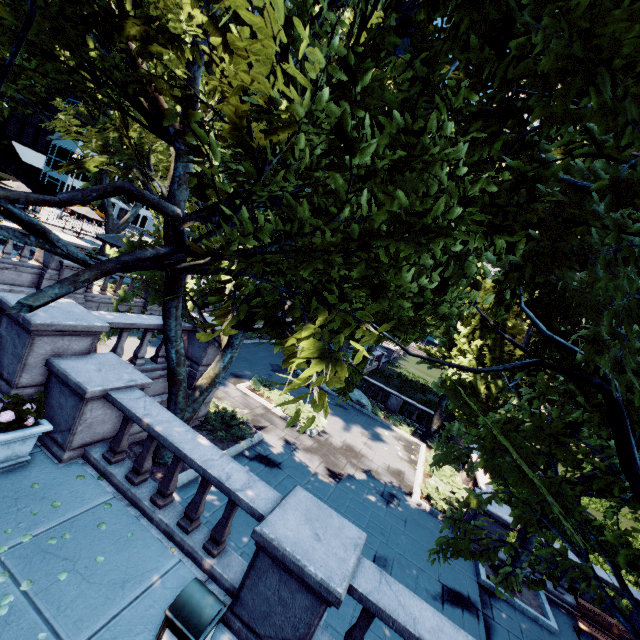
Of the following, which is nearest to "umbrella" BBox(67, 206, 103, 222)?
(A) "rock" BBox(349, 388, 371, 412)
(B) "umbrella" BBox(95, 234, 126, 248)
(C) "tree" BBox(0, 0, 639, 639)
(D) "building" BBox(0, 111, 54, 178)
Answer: (C) "tree" BBox(0, 0, 639, 639)

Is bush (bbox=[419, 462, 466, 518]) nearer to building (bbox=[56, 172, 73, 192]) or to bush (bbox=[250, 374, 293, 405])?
bush (bbox=[250, 374, 293, 405])

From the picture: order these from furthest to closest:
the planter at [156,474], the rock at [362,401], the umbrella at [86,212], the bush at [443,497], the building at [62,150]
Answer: the building at [62,150] < the umbrella at [86,212] < the rock at [362,401] < the bush at [443,497] < the planter at [156,474]

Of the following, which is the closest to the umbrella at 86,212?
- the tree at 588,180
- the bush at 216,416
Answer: the tree at 588,180

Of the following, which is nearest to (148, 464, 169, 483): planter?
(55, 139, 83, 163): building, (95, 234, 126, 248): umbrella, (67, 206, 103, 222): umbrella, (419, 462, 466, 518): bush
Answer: (419, 462, 466, 518): bush

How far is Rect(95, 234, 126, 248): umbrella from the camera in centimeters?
1992cm

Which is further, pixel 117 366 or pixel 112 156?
pixel 112 156

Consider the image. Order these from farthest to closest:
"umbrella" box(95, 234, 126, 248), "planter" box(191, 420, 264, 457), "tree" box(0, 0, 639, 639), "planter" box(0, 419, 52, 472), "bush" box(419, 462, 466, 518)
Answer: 1. "umbrella" box(95, 234, 126, 248)
2. "bush" box(419, 462, 466, 518)
3. "planter" box(191, 420, 264, 457)
4. "planter" box(0, 419, 52, 472)
5. "tree" box(0, 0, 639, 639)
